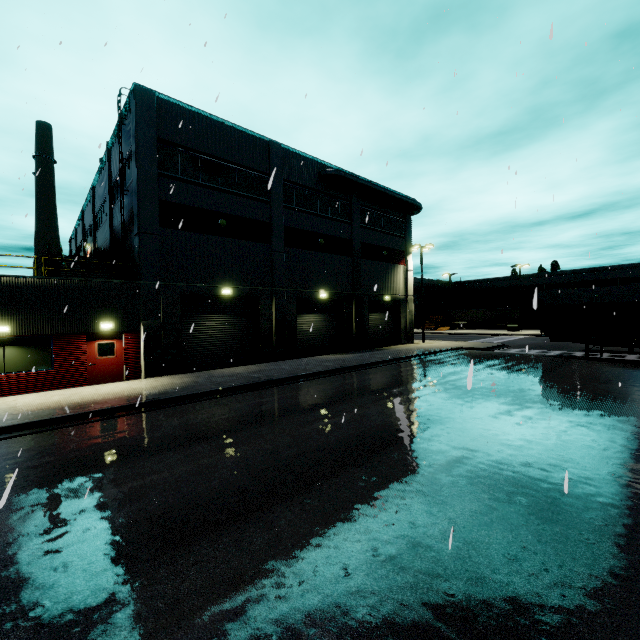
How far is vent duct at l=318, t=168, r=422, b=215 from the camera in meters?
24.3

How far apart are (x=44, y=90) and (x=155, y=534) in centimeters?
2371cm

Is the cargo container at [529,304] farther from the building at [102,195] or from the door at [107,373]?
the door at [107,373]

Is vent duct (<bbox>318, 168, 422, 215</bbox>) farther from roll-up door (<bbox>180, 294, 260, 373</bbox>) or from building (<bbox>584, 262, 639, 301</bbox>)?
roll-up door (<bbox>180, 294, 260, 373</bbox>)

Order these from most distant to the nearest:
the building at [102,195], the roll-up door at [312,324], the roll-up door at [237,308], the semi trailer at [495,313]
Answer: the semi trailer at [495,313], the roll-up door at [312,324], the building at [102,195], the roll-up door at [237,308]

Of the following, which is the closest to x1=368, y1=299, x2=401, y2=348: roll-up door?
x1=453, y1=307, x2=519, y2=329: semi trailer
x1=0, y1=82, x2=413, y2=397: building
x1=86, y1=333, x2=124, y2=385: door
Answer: x1=0, y1=82, x2=413, y2=397: building

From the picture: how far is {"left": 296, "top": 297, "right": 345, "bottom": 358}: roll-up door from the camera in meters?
23.7 m

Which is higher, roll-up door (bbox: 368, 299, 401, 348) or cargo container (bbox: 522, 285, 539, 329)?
cargo container (bbox: 522, 285, 539, 329)
